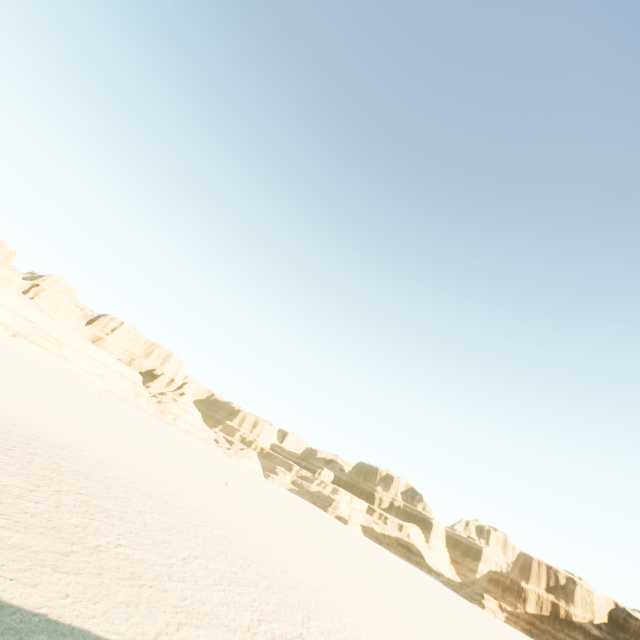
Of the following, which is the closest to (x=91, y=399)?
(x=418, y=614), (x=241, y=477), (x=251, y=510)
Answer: (x=241, y=477)
